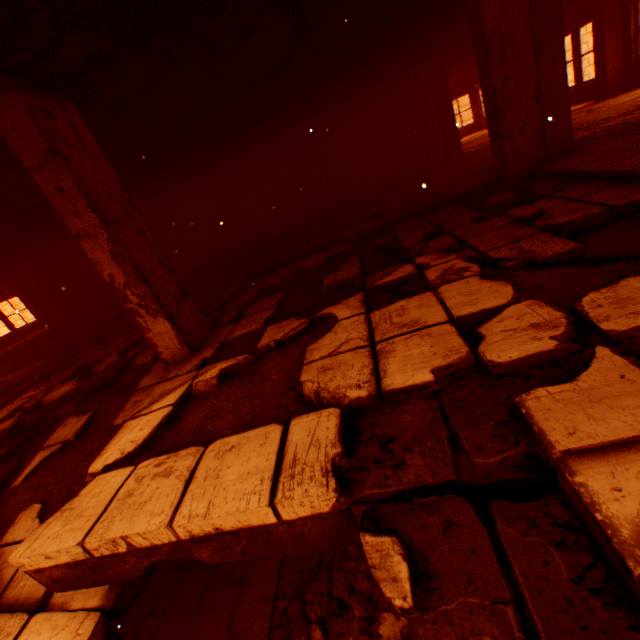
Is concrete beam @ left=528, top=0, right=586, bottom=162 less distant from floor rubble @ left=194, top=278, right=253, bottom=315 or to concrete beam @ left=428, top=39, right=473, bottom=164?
floor rubble @ left=194, top=278, right=253, bottom=315

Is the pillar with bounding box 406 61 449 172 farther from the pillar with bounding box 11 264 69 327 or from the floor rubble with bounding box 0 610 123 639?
the pillar with bounding box 11 264 69 327

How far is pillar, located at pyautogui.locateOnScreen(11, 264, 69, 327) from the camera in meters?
12.0

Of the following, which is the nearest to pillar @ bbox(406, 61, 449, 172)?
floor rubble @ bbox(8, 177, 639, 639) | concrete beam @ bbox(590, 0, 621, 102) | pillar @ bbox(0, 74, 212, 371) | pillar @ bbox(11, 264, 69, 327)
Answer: concrete beam @ bbox(590, 0, 621, 102)

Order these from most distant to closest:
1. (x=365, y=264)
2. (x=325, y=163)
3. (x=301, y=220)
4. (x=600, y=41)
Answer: (x=301, y=220), (x=325, y=163), (x=600, y=41), (x=365, y=264)

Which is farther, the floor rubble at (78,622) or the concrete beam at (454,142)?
the concrete beam at (454,142)

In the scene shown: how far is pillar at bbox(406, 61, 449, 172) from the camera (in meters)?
8.55

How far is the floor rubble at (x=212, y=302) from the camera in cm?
536
